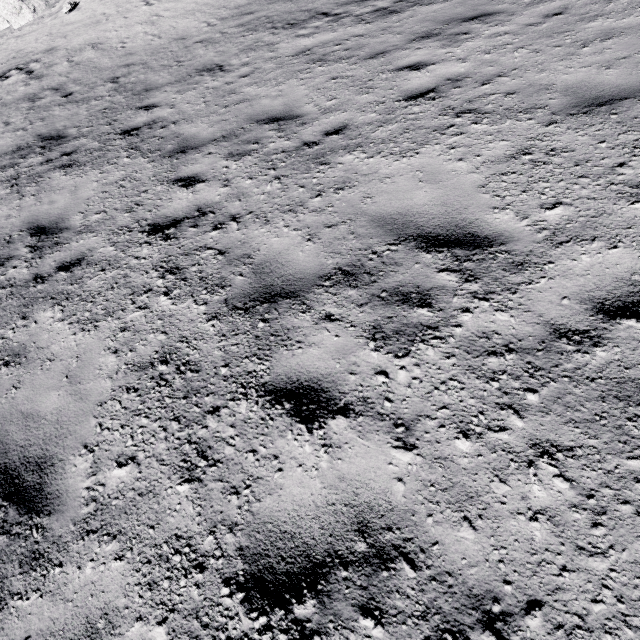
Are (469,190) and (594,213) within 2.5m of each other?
yes
